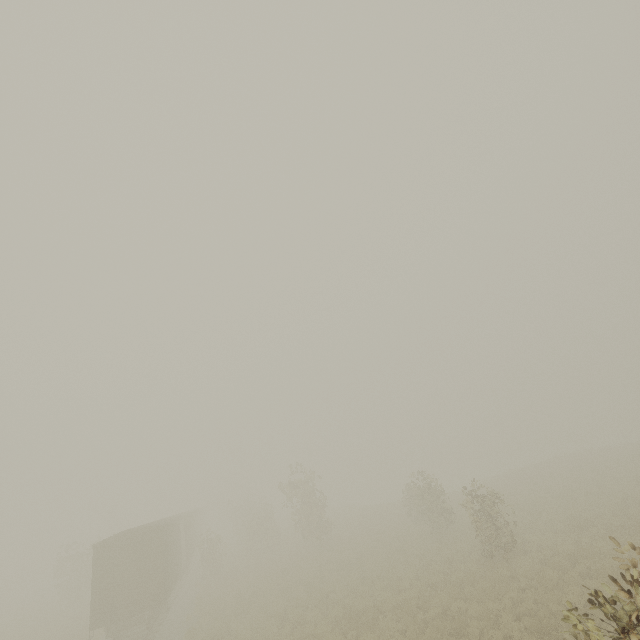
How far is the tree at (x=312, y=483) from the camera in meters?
26.5 m

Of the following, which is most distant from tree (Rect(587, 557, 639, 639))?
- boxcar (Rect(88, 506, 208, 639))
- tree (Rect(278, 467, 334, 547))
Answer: boxcar (Rect(88, 506, 208, 639))

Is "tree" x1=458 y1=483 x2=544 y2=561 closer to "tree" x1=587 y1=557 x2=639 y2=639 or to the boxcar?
the boxcar

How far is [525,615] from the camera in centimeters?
1061cm

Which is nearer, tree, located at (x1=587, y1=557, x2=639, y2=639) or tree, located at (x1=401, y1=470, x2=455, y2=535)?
tree, located at (x1=587, y1=557, x2=639, y2=639)

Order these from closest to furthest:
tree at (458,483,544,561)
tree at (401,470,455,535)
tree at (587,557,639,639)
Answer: tree at (587,557,639,639) → tree at (458,483,544,561) → tree at (401,470,455,535)

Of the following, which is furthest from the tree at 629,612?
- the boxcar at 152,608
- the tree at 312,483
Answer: the boxcar at 152,608
